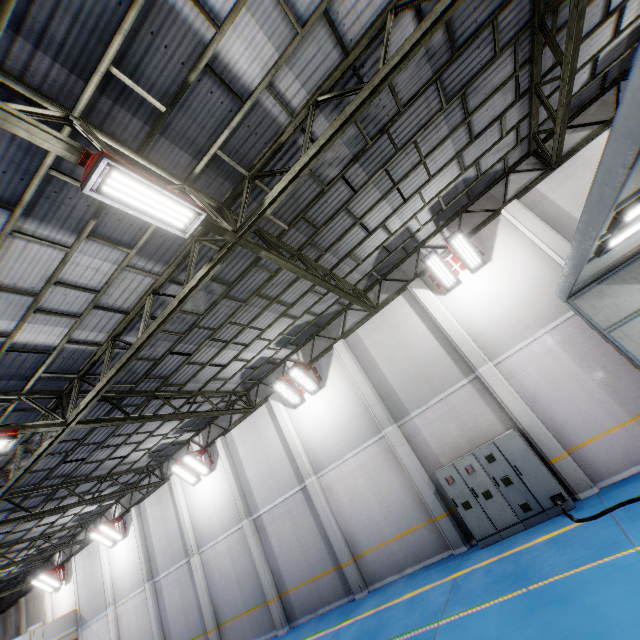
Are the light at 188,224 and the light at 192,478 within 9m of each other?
no

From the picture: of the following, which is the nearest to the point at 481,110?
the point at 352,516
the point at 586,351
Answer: the point at 586,351

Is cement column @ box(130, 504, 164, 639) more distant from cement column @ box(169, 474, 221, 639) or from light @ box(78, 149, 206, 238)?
light @ box(78, 149, 206, 238)

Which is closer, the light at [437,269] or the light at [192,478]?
the light at [437,269]

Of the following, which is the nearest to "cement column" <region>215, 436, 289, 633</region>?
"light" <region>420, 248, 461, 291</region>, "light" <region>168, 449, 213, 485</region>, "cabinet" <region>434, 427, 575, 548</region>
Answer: "light" <region>168, 449, 213, 485</region>

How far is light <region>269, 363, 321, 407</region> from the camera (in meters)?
13.27

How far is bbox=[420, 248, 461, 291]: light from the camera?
11.0m

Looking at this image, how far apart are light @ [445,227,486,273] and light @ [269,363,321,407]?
6.9 meters
